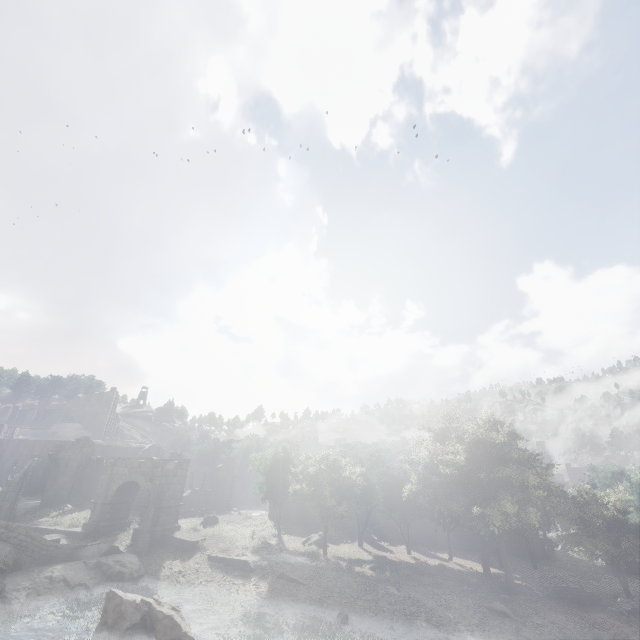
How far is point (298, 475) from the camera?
29.03m

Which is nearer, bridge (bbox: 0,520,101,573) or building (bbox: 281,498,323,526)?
bridge (bbox: 0,520,101,573)

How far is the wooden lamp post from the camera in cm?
2422

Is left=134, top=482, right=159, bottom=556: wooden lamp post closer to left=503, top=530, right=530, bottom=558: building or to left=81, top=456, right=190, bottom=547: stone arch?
left=81, top=456, right=190, bottom=547: stone arch

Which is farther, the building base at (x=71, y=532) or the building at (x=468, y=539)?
the building at (x=468, y=539)

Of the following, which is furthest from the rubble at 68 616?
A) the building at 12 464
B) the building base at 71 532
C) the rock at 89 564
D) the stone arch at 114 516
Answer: the building at 12 464

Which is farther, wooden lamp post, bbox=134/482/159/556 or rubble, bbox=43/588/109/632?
wooden lamp post, bbox=134/482/159/556
